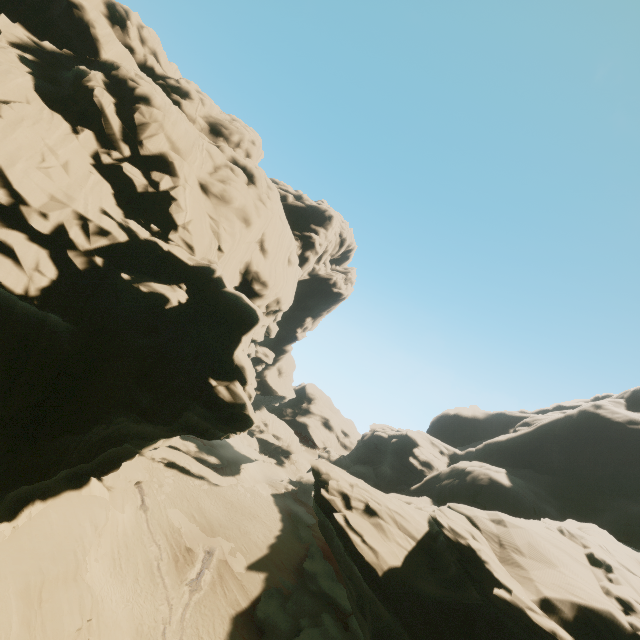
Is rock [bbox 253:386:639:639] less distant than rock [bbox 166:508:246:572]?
Yes

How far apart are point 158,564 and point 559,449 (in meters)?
50.64

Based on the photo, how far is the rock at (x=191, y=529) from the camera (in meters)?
32.25

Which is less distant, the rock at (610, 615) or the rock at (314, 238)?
the rock at (314, 238)

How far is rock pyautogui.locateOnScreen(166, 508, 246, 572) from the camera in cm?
3225

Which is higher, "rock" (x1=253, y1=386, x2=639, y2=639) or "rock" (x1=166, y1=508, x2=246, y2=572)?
"rock" (x1=253, y1=386, x2=639, y2=639)

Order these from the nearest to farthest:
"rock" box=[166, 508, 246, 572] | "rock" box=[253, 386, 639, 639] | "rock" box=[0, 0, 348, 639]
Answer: "rock" box=[0, 0, 348, 639], "rock" box=[253, 386, 639, 639], "rock" box=[166, 508, 246, 572]
